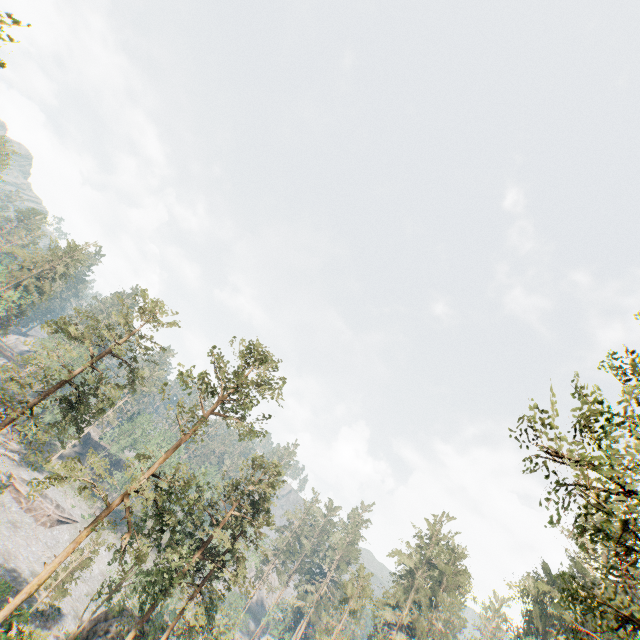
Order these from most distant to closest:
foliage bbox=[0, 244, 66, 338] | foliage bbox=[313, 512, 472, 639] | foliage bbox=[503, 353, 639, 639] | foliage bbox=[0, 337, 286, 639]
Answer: foliage bbox=[0, 244, 66, 338] < foliage bbox=[313, 512, 472, 639] < foliage bbox=[0, 337, 286, 639] < foliage bbox=[503, 353, 639, 639]

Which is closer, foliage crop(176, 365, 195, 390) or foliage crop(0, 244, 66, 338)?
foliage crop(176, 365, 195, 390)

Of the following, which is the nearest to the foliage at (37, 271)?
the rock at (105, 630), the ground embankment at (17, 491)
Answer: the rock at (105, 630)

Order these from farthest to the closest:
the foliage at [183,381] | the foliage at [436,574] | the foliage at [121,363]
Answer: the foliage at [436,574] < the foliage at [121,363] < the foliage at [183,381]

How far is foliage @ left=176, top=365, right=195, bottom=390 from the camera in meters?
23.7 m

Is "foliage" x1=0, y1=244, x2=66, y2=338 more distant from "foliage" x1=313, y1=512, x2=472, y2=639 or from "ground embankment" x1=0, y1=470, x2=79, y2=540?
"foliage" x1=313, y1=512, x2=472, y2=639

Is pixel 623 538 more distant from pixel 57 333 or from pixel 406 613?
pixel 406 613
